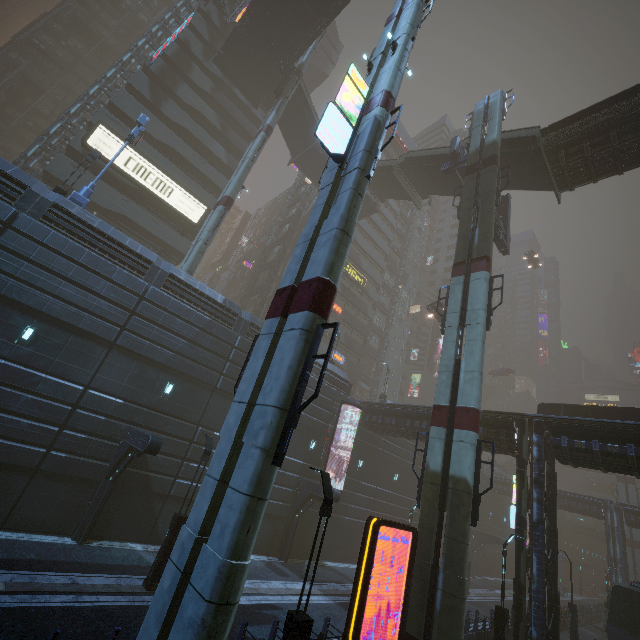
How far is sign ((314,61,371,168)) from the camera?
10.7 meters

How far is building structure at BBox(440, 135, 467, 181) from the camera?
25.9m

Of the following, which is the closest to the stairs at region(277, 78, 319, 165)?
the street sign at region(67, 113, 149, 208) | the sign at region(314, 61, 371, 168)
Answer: the sign at region(314, 61, 371, 168)

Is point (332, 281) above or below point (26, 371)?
above

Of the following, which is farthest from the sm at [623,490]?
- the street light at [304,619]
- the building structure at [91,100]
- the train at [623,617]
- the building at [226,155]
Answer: the building structure at [91,100]

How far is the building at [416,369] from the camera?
52.84m

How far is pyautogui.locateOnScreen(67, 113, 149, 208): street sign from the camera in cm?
1684

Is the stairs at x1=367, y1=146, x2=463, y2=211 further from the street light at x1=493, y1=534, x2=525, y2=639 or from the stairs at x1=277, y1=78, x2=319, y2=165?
the street light at x1=493, y1=534, x2=525, y2=639
